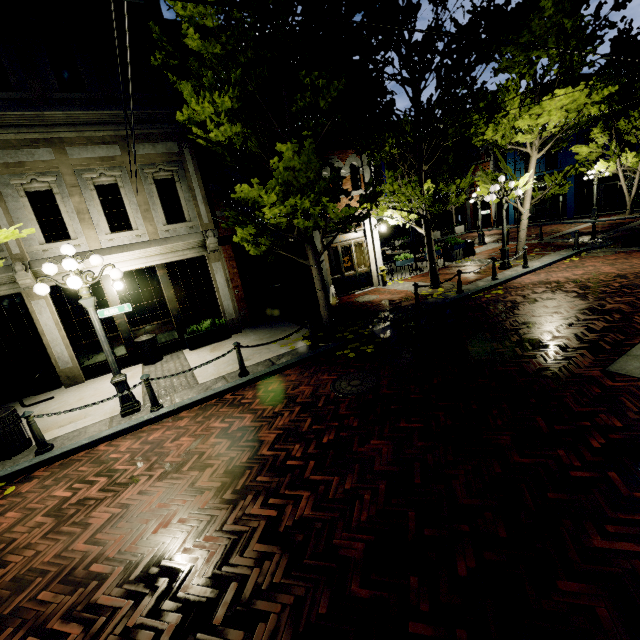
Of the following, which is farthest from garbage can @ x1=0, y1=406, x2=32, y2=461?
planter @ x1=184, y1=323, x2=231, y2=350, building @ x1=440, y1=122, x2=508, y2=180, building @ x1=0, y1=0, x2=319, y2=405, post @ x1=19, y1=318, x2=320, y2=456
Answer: building @ x1=440, y1=122, x2=508, y2=180

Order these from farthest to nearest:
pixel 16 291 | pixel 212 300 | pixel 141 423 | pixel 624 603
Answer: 1. pixel 212 300
2. pixel 16 291
3. pixel 141 423
4. pixel 624 603

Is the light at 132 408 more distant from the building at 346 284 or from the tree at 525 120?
the building at 346 284

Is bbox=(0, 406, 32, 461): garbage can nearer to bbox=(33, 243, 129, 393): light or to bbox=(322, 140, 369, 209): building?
bbox=(33, 243, 129, 393): light

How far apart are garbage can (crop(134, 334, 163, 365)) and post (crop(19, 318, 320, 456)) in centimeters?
340cm

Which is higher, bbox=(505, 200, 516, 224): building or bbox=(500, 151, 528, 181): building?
bbox=(500, 151, 528, 181): building

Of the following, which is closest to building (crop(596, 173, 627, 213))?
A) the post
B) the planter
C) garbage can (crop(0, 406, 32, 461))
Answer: the planter

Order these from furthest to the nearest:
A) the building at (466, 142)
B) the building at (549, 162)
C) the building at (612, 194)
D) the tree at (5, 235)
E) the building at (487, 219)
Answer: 1. the building at (487, 219)
2. the building at (466, 142)
3. the building at (549, 162)
4. the building at (612, 194)
5. the tree at (5, 235)
